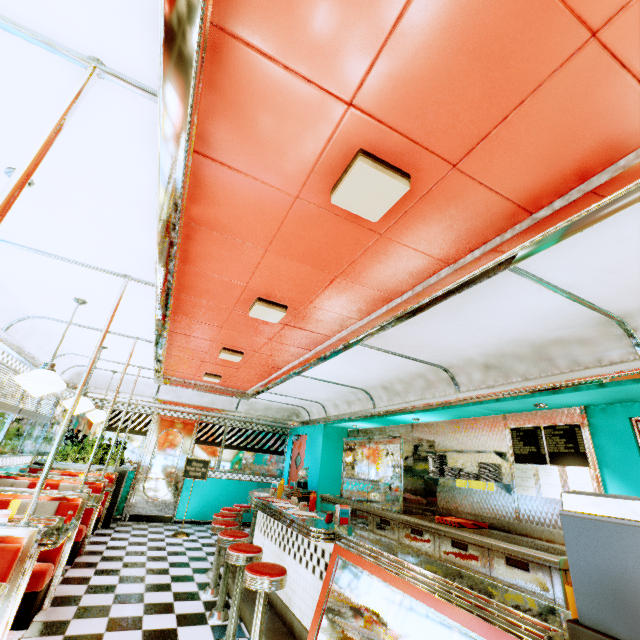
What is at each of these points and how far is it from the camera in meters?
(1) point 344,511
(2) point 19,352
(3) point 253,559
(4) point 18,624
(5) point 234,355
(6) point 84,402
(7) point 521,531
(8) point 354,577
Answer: (1) napkin holder, 3.3 m
(2) trim, 4.6 m
(3) stool, 3.2 m
(4) seat, 3.0 m
(5) ceiling light, 5.1 m
(6) hanging light, 4.9 m
(7) kitchen counter, 4.0 m
(8) counter, 2.5 m

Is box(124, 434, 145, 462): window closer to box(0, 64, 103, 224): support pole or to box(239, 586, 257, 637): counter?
box(239, 586, 257, 637): counter

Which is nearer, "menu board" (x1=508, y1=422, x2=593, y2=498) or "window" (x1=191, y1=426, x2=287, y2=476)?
"menu board" (x1=508, y1=422, x2=593, y2=498)

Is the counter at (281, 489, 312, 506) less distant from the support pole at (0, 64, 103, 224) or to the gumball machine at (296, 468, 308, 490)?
the gumball machine at (296, 468, 308, 490)

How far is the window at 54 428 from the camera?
7.14m

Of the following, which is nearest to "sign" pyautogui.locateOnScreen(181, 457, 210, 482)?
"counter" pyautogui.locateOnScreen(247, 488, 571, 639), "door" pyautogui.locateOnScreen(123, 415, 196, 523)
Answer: "door" pyautogui.locateOnScreen(123, 415, 196, 523)

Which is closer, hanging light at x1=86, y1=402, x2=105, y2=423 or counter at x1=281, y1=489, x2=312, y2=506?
counter at x1=281, y1=489, x2=312, y2=506

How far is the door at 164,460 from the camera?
7.9m
